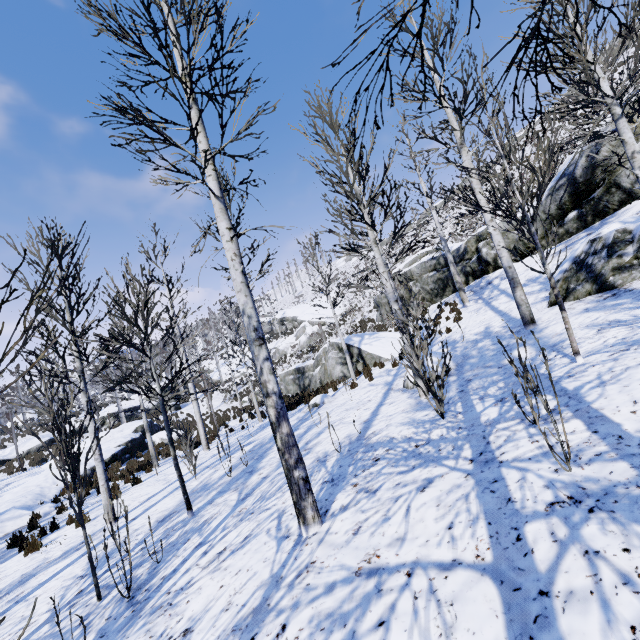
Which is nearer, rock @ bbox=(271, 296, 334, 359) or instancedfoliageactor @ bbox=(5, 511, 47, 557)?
instancedfoliageactor @ bbox=(5, 511, 47, 557)

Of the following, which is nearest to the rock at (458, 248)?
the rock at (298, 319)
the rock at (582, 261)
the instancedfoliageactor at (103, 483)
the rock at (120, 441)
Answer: the instancedfoliageactor at (103, 483)

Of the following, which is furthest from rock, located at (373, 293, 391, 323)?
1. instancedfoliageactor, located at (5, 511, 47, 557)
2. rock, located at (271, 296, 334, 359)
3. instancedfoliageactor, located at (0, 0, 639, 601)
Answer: instancedfoliageactor, located at (5, 511, 47, 557)

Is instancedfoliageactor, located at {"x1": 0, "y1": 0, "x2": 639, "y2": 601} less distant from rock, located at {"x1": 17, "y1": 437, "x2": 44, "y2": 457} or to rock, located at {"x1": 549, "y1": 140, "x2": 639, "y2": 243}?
rock, located at {"x1": 549, "y1": 140, "x2": 639, "y2": 243}

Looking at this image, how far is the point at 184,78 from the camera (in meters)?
4.19

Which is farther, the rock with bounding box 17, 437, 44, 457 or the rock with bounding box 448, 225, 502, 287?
the rock with bounding box 17, 437, 44, 457

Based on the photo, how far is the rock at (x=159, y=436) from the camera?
20.6m

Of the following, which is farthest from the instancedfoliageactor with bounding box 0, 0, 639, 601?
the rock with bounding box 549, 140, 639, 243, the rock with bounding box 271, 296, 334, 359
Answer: the rock with bounding box 271, 296, 334, 359
